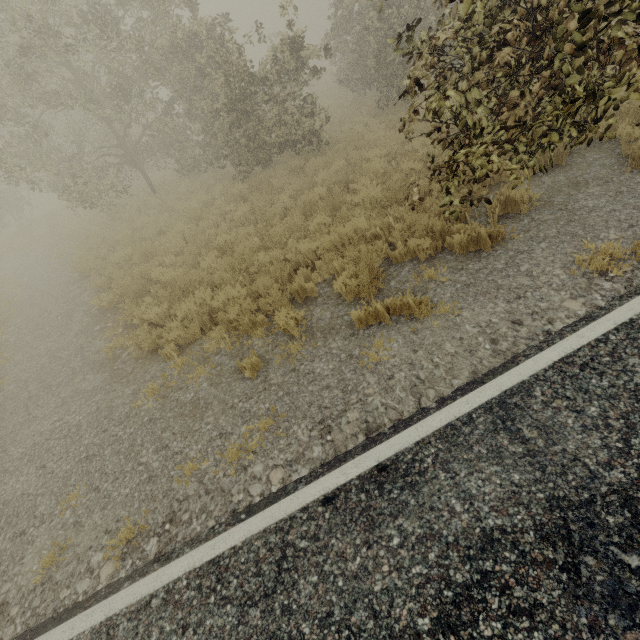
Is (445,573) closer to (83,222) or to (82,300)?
(82,300)
